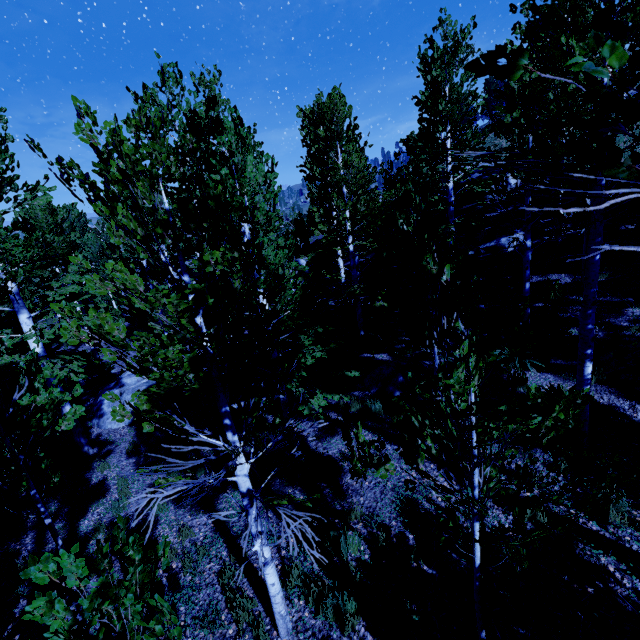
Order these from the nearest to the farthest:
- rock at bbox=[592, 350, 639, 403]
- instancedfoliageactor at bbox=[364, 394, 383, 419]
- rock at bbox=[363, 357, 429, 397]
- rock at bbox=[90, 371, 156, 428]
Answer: rock at bbox=[592, 350, 639, 403] < instancedfoliageactor at bbox=[364, 394, 383, 419] < rock at bbox=[363, 357, 429, 397] < rock at bbox=[90, 371, 156, 428]

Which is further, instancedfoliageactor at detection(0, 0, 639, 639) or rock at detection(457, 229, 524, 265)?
rock at detection(457, 229, 524, 265)

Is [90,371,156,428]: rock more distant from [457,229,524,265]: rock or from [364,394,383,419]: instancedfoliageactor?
[457,229,524,265]: rock

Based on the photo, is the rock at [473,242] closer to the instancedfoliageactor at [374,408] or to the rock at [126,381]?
the instancedfoliageactor at [374,408]

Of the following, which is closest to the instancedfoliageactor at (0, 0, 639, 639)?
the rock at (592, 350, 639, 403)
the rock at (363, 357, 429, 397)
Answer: the rock at (363, 357, 429, 397)

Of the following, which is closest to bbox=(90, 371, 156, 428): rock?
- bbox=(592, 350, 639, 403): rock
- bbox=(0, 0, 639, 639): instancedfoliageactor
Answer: bbox=(0, 0, 639, 639): instancedfoliageactor

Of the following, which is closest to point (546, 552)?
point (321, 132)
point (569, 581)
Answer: point (569, 581)

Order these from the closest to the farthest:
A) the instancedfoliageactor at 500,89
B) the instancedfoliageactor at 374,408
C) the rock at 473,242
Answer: the instancedfoliageactor at 500,89 < the instancedfoliageactor at 374,408 < the rock at 473,242
